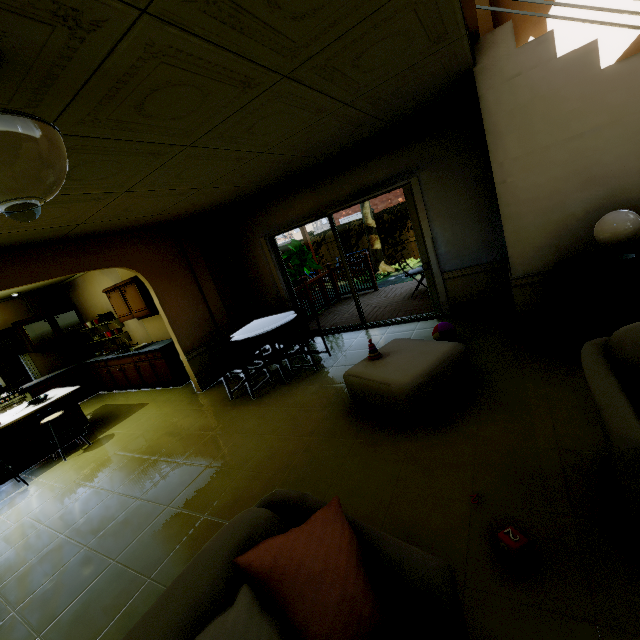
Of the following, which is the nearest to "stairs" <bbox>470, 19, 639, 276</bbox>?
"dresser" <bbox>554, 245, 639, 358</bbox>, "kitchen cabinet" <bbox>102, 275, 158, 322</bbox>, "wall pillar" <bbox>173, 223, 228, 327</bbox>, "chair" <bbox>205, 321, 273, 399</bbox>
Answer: "dresser" <bbox>554, 245, 639, 358</bbox>

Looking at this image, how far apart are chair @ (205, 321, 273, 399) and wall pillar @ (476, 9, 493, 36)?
4.47m

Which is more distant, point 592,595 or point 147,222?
point 147,222

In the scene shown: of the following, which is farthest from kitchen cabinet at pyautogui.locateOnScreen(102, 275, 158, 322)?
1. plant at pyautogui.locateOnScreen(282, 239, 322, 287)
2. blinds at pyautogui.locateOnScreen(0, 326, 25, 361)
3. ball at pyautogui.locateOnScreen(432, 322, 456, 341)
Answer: ball at pyautogui.locateOnScreen(432, 322, 456, 341)

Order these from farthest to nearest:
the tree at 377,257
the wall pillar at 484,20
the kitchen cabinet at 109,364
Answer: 1. the tree at 377,257
2. the kitchen cabinet at 109,364
3. the wall pillar at 484,20

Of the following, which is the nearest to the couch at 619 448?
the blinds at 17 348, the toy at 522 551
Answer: the toy at 522 551

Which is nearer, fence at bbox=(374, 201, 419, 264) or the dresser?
the dresser

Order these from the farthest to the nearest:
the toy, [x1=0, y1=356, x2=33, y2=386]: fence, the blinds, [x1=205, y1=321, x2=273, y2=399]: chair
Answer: [x1=0, y1=356, x2=33, y2=386]: fence → the blinds → [x1=205, y1=321, x2=273, y2=399]: chair → the toy
